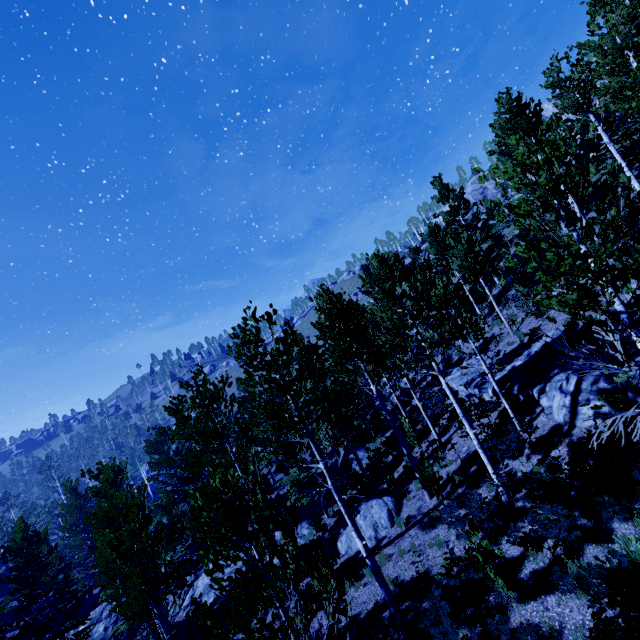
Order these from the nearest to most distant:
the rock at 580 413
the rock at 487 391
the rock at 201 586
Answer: the rock at 580 413 < the rock at 487 391 < the rock at 201 586

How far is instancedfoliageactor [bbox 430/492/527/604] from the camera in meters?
7.4

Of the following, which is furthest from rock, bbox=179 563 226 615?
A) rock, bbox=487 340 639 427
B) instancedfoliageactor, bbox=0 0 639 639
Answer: rock, bbox=487 340 639 427

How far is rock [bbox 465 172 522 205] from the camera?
42.4m

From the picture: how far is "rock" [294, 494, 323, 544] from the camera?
19.9 meters

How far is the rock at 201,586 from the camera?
17.64m

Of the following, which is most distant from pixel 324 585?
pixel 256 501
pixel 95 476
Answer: pixel 95 476

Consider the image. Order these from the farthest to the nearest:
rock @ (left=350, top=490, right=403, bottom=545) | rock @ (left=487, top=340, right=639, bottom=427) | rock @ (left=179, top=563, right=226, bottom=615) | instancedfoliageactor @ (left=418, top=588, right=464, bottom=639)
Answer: rock @ (left=179, top=563, right=226, bottom=615) → rock @ (left=350, top=490, right=403, bottom=545) → rock @ (left=487, top=340, right=639, bottom=427) → instancedfoliageactor @ (left=418, top=588, right=464, bottom=639)
